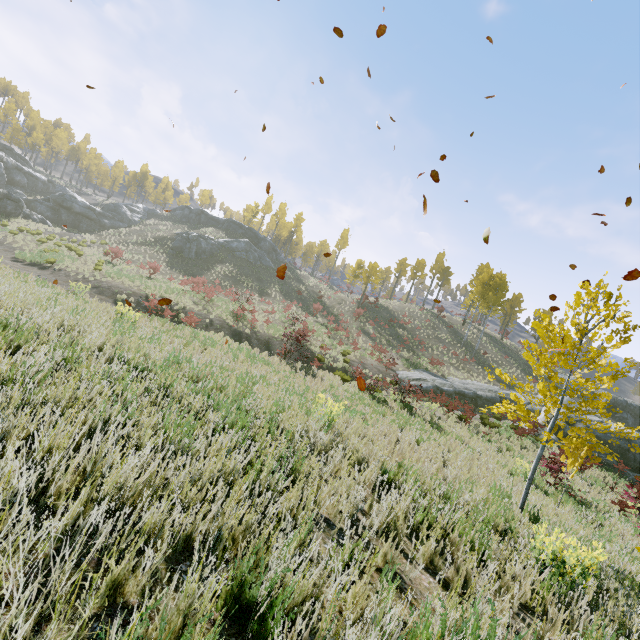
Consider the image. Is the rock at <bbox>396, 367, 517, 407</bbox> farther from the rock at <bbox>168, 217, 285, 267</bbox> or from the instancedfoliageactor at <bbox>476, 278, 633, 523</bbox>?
the rock at <bbox>168, 217, 285, 267</bbox>

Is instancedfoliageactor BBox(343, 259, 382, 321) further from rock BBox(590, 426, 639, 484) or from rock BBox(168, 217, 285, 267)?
rock BBox(168, 217, 285, 267)

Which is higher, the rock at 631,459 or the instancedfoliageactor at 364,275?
the instancedfoliageactor at 364,275

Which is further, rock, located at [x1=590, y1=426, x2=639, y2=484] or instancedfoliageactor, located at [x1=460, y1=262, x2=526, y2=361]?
instancedfoliageactor, located at [x1=460, y1=262, x2=526, y2=361]

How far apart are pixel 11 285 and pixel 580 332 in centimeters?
1185cm

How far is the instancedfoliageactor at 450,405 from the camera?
14.8 meters

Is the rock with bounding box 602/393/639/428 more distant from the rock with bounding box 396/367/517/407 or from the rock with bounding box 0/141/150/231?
the rock with bounding box 0/141/150/231
